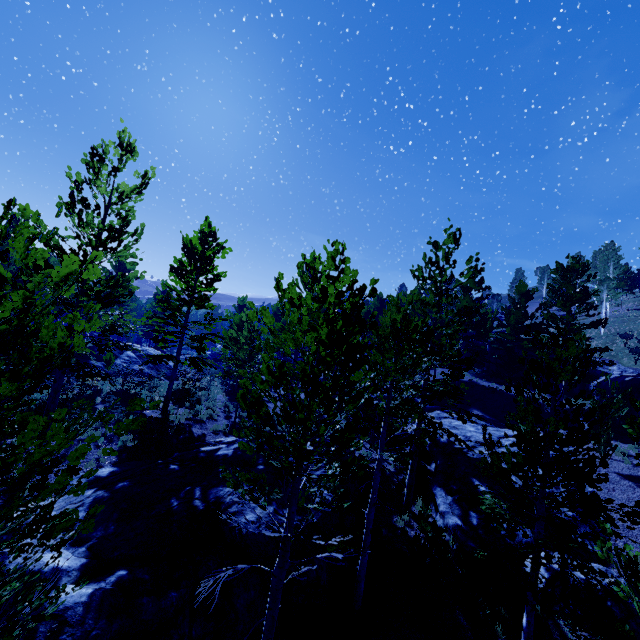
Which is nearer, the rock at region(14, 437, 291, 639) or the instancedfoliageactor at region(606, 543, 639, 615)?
the instancedfoliageactor at region(606, 543, 639, 615)

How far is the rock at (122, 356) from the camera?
24.6m

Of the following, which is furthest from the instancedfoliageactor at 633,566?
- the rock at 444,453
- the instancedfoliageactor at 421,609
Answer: the instancedfoliageactor at 421,609

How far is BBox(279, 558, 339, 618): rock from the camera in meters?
8.8

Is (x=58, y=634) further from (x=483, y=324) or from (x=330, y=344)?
(x=483, y=324)

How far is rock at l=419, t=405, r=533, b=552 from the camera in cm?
1160

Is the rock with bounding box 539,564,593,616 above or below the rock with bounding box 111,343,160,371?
below

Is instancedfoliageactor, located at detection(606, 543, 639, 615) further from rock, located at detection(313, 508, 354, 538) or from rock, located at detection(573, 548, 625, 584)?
rock, located at detection(573, 548, 625, 584)
